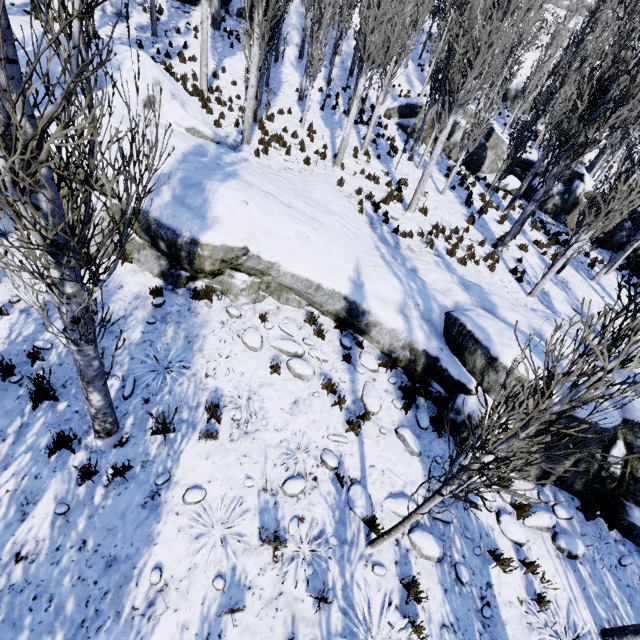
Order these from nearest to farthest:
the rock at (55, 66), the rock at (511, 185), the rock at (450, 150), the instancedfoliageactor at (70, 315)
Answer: the instancedfoliageactor at (70, 315)
the rock at (55, 66)
the rock at (511, 185)
the rock at (450, 150)

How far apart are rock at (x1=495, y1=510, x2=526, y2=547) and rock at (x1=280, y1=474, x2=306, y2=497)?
3.5m

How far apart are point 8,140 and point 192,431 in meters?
4.1 m

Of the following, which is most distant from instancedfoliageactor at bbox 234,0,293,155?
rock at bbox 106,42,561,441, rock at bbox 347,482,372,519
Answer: rock at bbox 347,482,372,519

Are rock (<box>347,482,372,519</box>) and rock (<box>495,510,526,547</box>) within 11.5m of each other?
yes

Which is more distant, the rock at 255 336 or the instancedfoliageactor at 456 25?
the instancedfoliageactor at 456 25

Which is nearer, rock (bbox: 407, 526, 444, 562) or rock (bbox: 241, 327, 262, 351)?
rock (bbox: 407, 526, 444, 562)

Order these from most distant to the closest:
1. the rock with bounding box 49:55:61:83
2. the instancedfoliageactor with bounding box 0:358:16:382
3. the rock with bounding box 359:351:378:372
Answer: the rock with bounding box 49:55:61:83
the rock with bounding box 359:351:378:372
the instancedfoliageactor with bounding box 0:358:16:382
